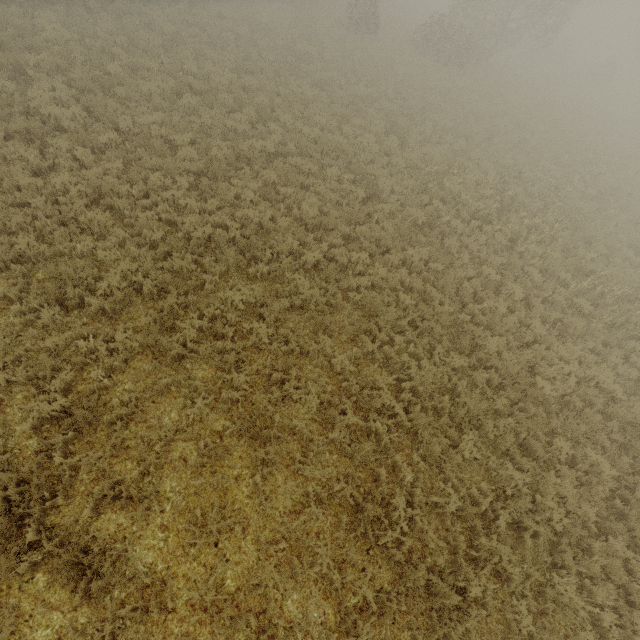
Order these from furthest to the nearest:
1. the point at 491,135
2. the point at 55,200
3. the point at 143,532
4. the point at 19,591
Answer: the point at 491,135
the point at 55,200
the point at 143,532
the point at 19,591
